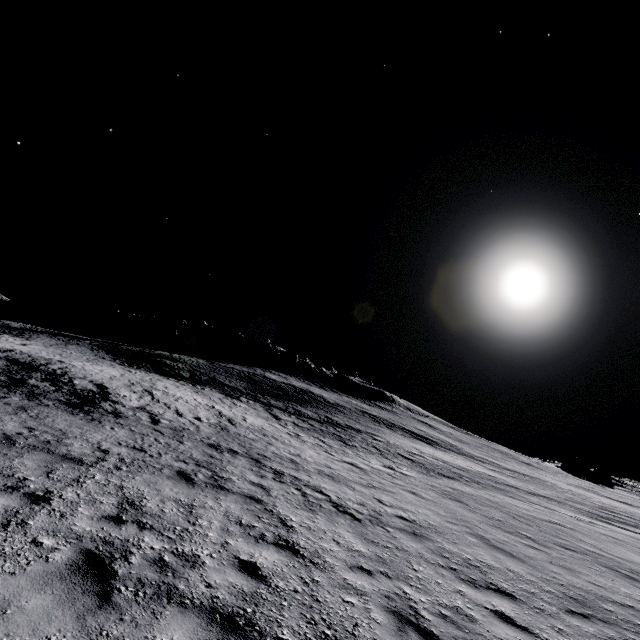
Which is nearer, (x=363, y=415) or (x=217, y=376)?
(x=217, y=376)
